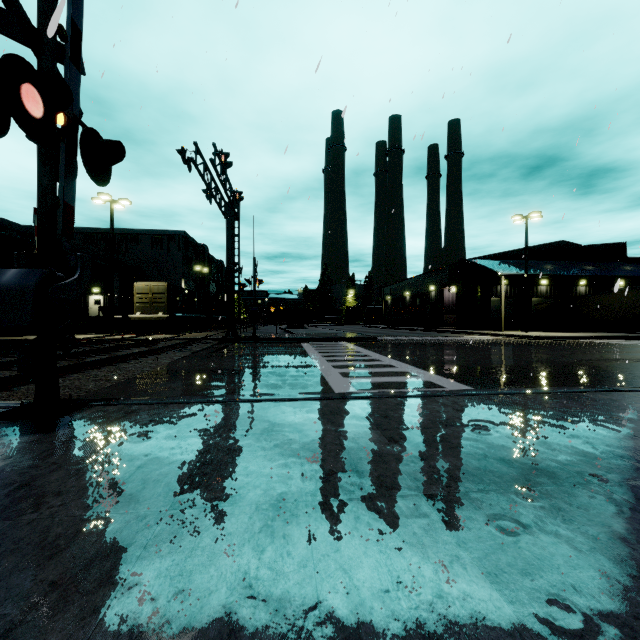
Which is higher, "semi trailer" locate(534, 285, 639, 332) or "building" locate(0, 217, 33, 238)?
"building" locate(0, 217, 33, 238)

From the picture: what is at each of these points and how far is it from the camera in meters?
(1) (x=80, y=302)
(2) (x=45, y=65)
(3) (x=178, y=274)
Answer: (1) building, 35.9
(2) railroad crossing gate, 3.9
(3) building, 52.2

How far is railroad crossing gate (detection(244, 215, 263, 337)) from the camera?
19.62m

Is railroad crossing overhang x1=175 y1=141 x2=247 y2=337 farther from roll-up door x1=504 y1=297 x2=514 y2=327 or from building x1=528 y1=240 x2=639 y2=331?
roll-up door x1=504 y1=297 x2=514 y2=327

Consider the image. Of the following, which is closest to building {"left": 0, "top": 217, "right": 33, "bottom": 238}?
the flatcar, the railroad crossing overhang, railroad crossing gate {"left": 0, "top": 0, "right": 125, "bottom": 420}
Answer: the flatcar

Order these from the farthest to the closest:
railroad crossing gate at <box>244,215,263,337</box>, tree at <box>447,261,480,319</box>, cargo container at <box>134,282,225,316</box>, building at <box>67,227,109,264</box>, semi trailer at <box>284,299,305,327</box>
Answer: building at <box>67,227,109,264</box>
semi trailer at <box>284,299,305,327</box>
tree at <box>447,261,480,319</box>
cargo container at <box>134,282,225,316</box>
railroad crossing gate at <box>244,215,263,337</box>

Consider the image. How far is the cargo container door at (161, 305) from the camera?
25.2 meters

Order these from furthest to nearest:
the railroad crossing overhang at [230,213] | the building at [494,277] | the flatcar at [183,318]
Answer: the building at [494,277], the flatcar at [183,318], the railroad crossing overhang at [230,213]
